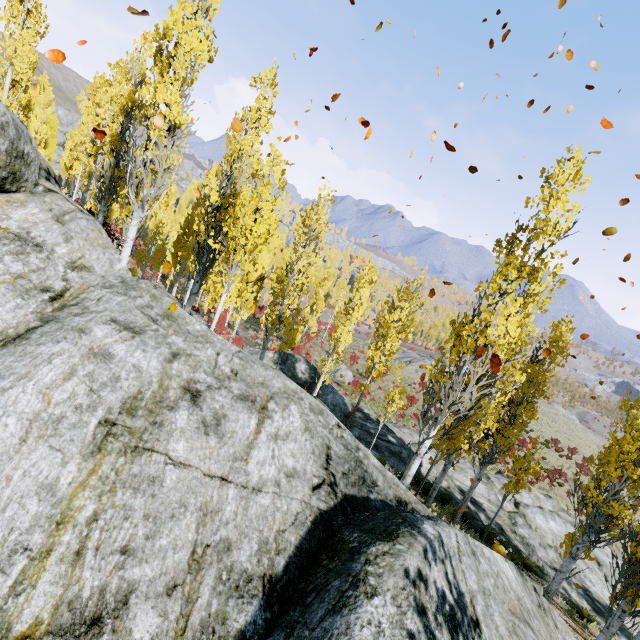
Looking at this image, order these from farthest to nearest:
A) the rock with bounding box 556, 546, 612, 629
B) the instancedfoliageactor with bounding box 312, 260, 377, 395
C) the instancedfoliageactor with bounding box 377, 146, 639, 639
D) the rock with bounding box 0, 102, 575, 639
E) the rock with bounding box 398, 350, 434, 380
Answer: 1. the rock with bounding box 398, 350, 434, 380
2. the instancedfoliageactor with bounding box 312, 260, 377, 395
3. the rock with bounding box 556, 546, 612, 629
4. the instancedfoliageactor with bounding box 377, 146, 639, 639
5. the rock with bounding box 0, 102, 575, 639

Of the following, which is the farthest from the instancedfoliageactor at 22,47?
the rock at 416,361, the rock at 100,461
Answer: the rock at 416,361

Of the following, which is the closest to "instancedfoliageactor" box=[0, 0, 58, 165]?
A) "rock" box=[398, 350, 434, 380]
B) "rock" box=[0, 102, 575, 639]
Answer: "rock" box=[0, 102, 575, 639]

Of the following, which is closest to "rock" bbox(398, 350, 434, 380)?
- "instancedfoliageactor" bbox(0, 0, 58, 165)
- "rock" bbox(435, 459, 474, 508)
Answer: "instancedfoliageactor" bbox(0, 0, 58, 165)

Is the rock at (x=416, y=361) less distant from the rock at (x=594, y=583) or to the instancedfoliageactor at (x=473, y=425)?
the instancedfoliageactor at (x=473, y=425)

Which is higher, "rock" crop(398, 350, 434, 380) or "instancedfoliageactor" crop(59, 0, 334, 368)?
"instancedfoliageactor" crop(59, 0, 334, 368)

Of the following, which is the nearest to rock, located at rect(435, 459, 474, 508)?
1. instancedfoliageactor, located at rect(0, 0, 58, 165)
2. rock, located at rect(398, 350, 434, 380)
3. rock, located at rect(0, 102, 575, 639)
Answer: instancedfoliageactor, located at rect(0, 0, 58, 165)

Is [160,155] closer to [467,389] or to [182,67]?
[182,67]
